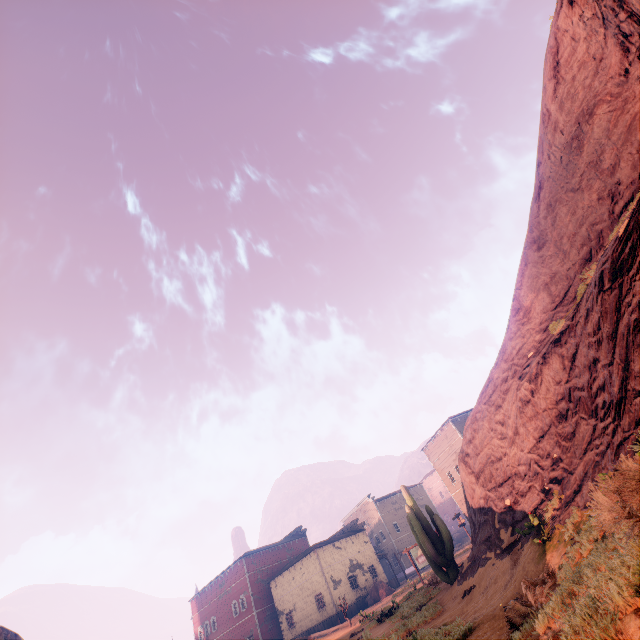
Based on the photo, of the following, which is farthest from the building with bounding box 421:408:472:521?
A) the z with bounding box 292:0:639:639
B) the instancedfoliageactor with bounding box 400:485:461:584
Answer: the instancedfoliageactor with bounding box 400:485:461:584

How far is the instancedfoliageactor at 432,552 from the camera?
13.6 meters

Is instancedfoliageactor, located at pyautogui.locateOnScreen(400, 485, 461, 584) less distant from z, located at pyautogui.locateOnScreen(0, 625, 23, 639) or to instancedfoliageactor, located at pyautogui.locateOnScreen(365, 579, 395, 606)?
z, located at pyautogui.locateOnScreen(0, 625, 23, 639)

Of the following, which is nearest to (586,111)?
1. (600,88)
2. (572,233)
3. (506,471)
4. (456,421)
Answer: (600,88)

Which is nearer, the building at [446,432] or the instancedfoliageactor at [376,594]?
the instancedfoliageactor at [376,594]

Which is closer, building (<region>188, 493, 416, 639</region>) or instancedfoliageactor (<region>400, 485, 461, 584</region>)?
instancedfoliageactor (<region>400, 485, 461, 584</region>)

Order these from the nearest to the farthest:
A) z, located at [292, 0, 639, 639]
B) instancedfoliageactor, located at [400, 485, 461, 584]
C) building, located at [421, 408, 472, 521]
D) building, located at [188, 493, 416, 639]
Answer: z, located at [292, 0, 639, 639] → instancedfoliageactor, located at [400, 485, 461, 584] → building, located at [188, 493, 416, 639] → building, located at [421, 408, 472, 521]
